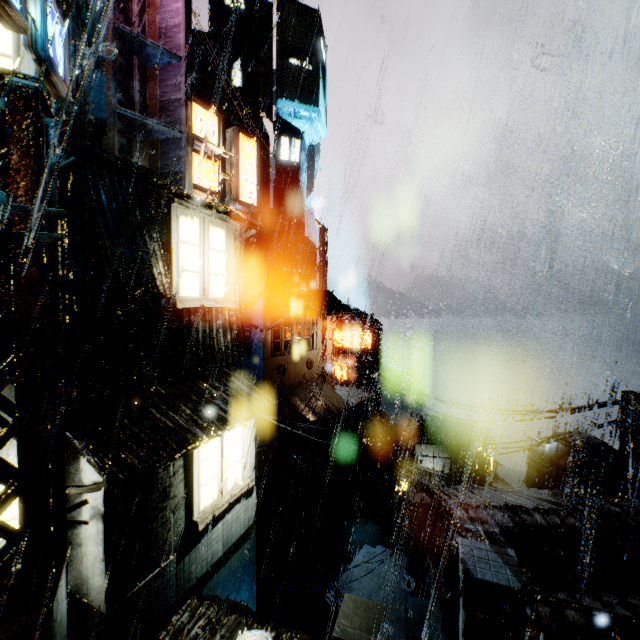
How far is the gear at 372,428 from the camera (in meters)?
50.65

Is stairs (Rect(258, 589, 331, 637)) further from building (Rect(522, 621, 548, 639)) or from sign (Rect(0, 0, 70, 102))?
sign (Rect(0, 0, 70, 102))

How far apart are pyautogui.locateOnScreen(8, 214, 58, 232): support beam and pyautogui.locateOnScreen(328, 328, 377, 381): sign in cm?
2123

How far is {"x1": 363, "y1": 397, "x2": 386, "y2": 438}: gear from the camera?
50.7 meters

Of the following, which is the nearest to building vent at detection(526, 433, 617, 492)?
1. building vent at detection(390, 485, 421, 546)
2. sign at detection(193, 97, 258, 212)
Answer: building vent at detection(390, 485, 421, 546)

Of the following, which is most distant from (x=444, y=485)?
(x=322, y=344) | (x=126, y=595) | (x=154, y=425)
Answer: (x=154, y=425)

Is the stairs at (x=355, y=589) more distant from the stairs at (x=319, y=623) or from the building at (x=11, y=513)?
the stairs at (x=319, y=623)

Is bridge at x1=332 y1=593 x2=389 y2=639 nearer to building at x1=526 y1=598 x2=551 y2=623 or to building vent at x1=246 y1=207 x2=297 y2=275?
building at x1=526 y1=598 x2=551 y2=623
